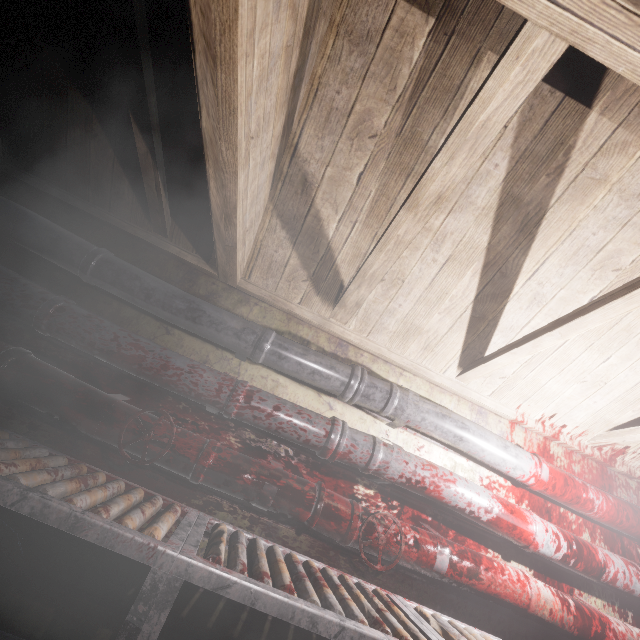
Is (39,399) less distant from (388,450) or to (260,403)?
(260,403)

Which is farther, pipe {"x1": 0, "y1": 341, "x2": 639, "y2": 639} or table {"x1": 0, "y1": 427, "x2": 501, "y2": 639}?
pipe {"x1": 0, "y1": 341, "x2": 639, "y2": 639}

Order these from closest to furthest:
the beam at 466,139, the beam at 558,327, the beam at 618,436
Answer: the beam at 466,139
the beam at 558,327
the beam at 618,436

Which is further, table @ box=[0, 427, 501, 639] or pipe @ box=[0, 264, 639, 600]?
pipe @ box=[0, 264, 639, 600]

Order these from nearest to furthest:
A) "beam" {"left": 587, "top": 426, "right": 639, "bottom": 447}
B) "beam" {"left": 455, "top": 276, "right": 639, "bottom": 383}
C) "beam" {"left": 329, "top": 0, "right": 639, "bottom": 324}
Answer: "beam" {"left": 329, "top": 0, "right": 639, "bottom": 324}
"beam" {"left": 455, "top": 276, "right": 639, "bottom": 383}
"beam" {"left": 587, "top": 426, "right": 639, "bottom": 447}

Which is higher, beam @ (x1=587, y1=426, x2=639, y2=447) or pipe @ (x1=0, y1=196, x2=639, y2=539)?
beam @ (x1=587, y1=426, x2=639, y2=447)

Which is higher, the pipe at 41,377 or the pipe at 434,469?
the pipe at 434,469

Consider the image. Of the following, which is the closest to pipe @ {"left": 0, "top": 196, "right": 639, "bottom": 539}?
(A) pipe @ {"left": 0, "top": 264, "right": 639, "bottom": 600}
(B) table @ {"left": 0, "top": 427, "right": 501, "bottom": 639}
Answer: (A) pipe @ {"left": 0, "top": 264, "right": 639, "bottom": 600}
